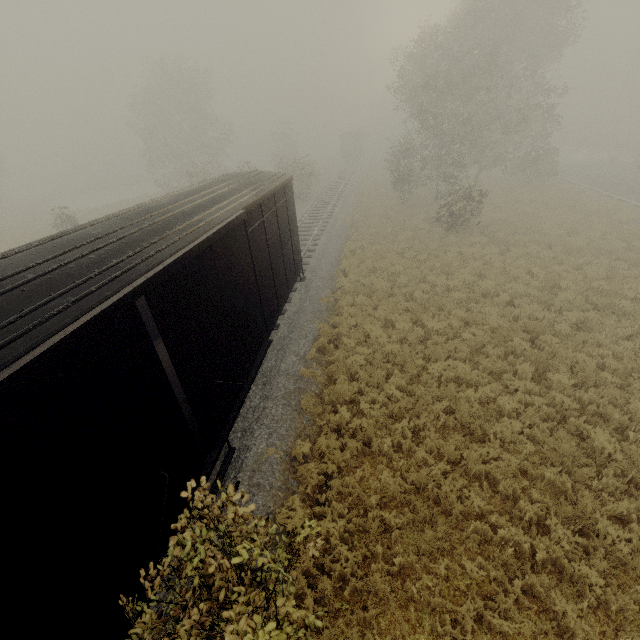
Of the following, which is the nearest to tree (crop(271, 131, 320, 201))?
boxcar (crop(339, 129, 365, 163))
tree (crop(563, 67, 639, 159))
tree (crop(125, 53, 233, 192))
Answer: tree (crop(125, 53, 233, 192))

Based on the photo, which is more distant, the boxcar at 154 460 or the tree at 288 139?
the tree at 288 139

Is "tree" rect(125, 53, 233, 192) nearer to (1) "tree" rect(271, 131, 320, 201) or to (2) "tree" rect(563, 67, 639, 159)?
(1) "tree" rect(271, 131, 320, 201)

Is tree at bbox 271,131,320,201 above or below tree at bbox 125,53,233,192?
below

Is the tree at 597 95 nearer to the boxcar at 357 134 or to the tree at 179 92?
the boxcar at 357 134

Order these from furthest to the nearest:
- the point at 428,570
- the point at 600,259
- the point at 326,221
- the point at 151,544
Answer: the point at 326,221 → the point at 600,259 → the point at 428,570 → the point at 151,544

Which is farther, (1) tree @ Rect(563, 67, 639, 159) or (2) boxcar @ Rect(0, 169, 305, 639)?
(1) tree @ Rect(563, 67, 639, 159)

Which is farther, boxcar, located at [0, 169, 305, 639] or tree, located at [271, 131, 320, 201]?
tree, located at [271, 131, 320, 201]
